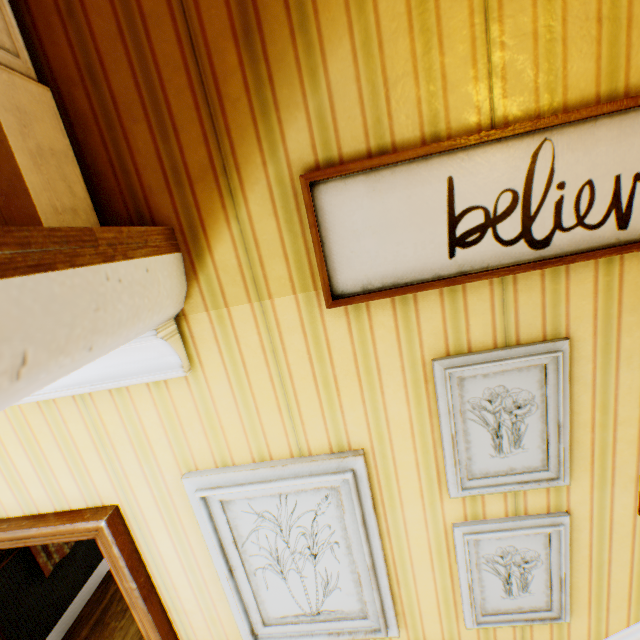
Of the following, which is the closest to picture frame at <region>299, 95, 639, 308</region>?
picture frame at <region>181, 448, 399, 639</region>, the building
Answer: the building

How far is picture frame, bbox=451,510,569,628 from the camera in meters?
1.3

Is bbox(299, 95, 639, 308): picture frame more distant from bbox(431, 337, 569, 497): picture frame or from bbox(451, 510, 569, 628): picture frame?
bbox(451, 510, 569, 628): picture frame

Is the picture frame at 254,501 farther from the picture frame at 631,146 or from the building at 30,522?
the picture frame at 631,146

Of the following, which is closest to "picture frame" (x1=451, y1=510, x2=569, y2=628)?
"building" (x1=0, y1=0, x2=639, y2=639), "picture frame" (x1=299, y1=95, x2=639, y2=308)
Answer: "building" (x1=0, y1=0, x2=639, y2=639)

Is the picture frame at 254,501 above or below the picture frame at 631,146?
below

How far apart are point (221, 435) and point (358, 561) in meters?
0.8
